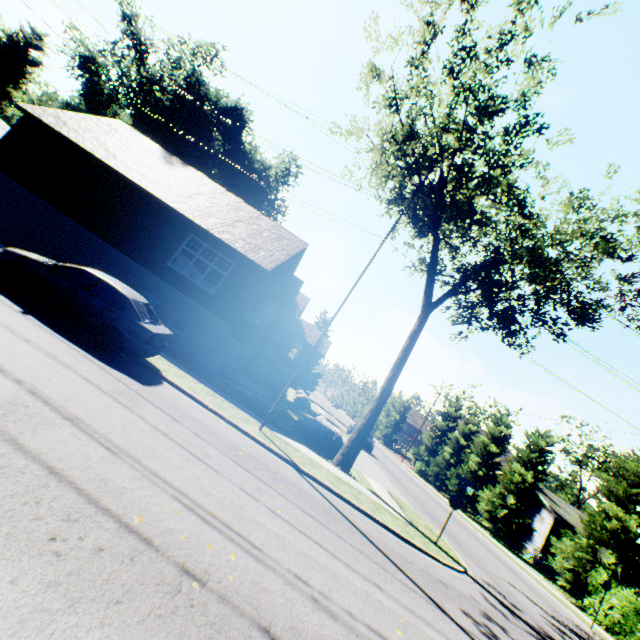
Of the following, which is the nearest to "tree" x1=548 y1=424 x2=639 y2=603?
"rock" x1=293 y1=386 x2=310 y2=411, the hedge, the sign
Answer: the hedge

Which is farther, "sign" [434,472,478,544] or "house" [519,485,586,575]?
"house" [519,485,586,575]

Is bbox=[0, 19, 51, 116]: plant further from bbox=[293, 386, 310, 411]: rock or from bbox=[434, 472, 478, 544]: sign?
bbox=[434, 472, 478, 544]: sign

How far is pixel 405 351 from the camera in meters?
15.1

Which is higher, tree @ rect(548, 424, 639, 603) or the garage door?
tree @ rect(548, 424, 639, 603)

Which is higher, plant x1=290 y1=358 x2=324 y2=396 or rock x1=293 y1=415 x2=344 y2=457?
plant x1=290 y1=358 x2=324 y2=396

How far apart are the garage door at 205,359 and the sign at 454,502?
12.8m

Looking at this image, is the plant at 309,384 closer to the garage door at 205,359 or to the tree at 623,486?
the tree at 623,486
